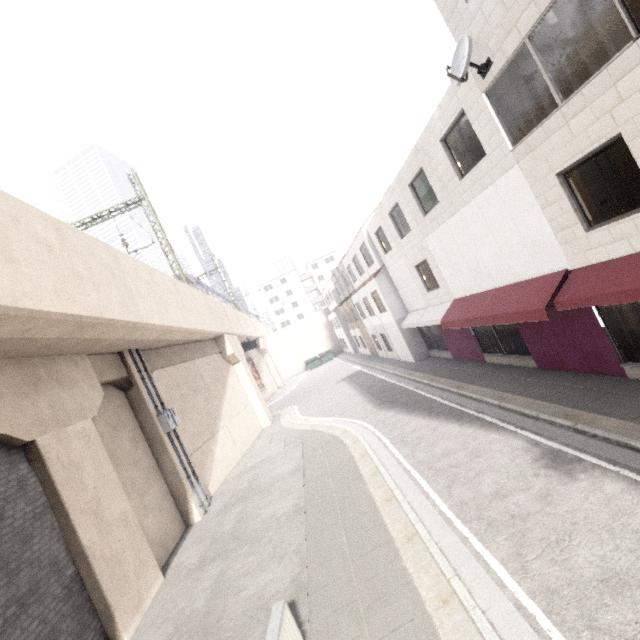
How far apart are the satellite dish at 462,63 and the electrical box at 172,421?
13.9m

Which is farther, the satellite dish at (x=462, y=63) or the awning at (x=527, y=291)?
the satellite dish at (x=462, y=63)

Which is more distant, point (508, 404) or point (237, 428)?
point (237, 428)

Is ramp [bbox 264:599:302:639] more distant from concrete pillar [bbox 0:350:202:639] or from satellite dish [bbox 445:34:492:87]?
satellite dish [bbox 445:34:492:87]

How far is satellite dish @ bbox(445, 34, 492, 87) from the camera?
7.3 meters

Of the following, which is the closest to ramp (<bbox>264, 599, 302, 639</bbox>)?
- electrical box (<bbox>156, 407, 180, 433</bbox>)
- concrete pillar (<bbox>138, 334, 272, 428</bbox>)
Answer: concrete pillar (<bbox>138, 334, 272, 428</bbox>)

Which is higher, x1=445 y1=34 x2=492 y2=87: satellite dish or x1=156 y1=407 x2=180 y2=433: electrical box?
x1=445 y1=34 x2=492 y2=87: satellite dish

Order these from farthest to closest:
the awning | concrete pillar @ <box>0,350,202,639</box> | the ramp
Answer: concrete pillar @ <box>0,350,202,639</box> → the awning → the ramp
